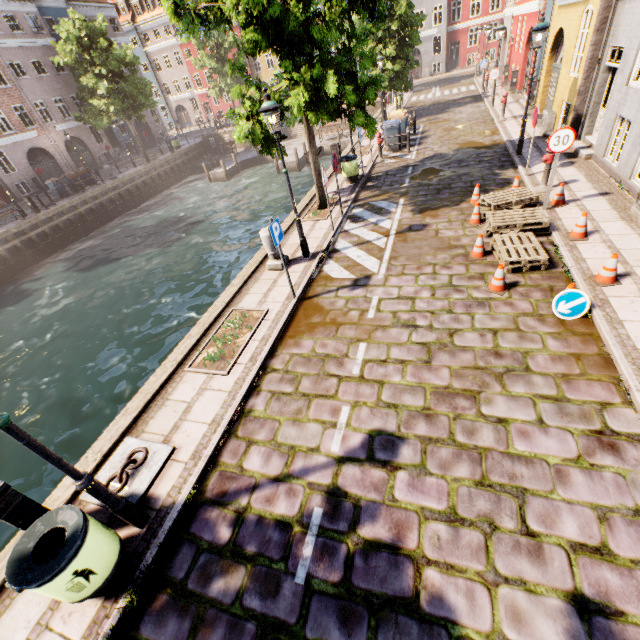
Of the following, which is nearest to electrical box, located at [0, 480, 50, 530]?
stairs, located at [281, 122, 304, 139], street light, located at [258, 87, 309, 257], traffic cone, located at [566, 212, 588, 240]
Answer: street light, located at [258, 87, 309, 257]

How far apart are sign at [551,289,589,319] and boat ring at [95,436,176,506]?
6.8m

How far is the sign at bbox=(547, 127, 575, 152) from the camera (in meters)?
7.38

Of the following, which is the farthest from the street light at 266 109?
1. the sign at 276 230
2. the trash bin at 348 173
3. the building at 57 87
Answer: the building at 57 87

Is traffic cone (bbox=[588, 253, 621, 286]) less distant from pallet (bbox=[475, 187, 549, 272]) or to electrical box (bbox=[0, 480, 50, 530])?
pallet (bbox=[475, 187, 549, 272])

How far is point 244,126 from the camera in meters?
8.5

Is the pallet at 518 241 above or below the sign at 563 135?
below

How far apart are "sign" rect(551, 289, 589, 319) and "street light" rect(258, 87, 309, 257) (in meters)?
5.87
